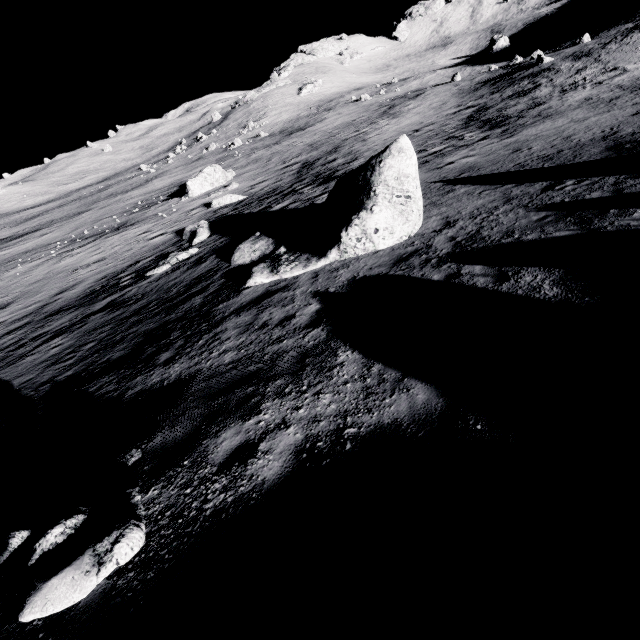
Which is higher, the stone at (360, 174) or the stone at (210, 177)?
the stone at (360, 174)

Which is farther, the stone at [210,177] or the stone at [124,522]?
the stone at [210,177]

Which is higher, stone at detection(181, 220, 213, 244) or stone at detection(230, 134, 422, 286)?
stone at detection(230, 134, 422, 286)

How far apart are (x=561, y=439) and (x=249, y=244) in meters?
13.0 m

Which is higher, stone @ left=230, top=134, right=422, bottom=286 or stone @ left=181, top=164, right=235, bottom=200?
stone @ left=230, top=134, right=422, bottom=286

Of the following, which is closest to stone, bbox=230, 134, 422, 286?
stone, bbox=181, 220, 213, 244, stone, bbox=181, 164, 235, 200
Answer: stone, bbox=181, 220, 213, 244

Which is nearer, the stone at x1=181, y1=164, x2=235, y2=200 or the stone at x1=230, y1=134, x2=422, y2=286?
the stone at x1=230, y1=134, x2=422, y2=286

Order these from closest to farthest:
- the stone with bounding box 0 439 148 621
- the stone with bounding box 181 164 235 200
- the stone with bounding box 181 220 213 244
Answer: the stone with bounding box 0 439 148 621, the stone with bounding box 181 220 213 244, the stone with bounding box 181 164 235 200
